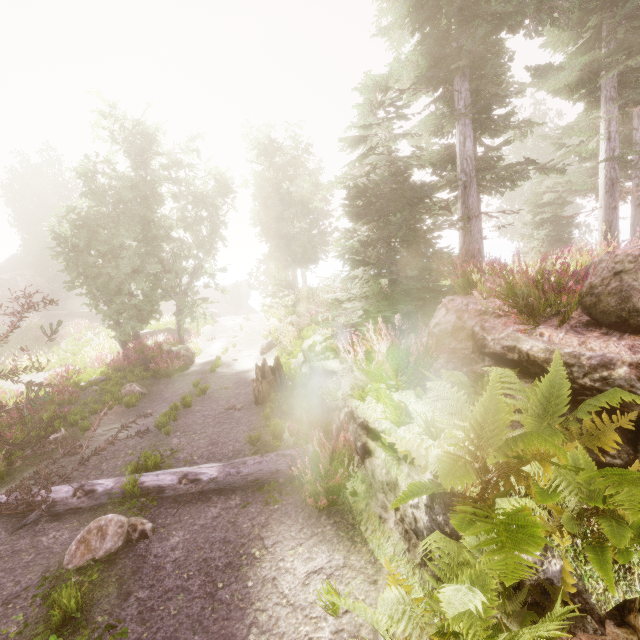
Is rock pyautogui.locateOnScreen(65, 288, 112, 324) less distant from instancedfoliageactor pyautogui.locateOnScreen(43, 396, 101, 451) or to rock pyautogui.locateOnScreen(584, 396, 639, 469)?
instancedfoliageactor pyautogui.locateOnScreen(43, 396, 101, 451)

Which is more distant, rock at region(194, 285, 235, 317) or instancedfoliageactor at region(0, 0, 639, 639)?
rock at region(194, 285, 235, 317)

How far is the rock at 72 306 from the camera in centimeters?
3028cm

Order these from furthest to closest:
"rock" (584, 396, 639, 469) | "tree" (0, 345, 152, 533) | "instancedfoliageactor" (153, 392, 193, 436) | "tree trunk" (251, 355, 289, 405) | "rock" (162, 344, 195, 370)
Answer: "rock" (162, 344, 195, 370) < "tree trunk" (251, 355, 289, 405) < "instancedfoliageactor" (153, 392, 193, 436) < "tree" (0, 345, 152, 533) < "rock" (584, 396, 639, 469)

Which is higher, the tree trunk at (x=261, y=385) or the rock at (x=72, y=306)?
the rock at (x=72, y=306)

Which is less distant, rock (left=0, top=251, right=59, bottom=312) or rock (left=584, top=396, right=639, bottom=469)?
rock (left=584, top=396, right=639, bottom=469)

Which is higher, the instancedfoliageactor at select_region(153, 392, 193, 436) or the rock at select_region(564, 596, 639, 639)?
the rock at select_region(564, 596, 639, 639)

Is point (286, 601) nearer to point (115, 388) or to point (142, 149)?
point (115, 388)
